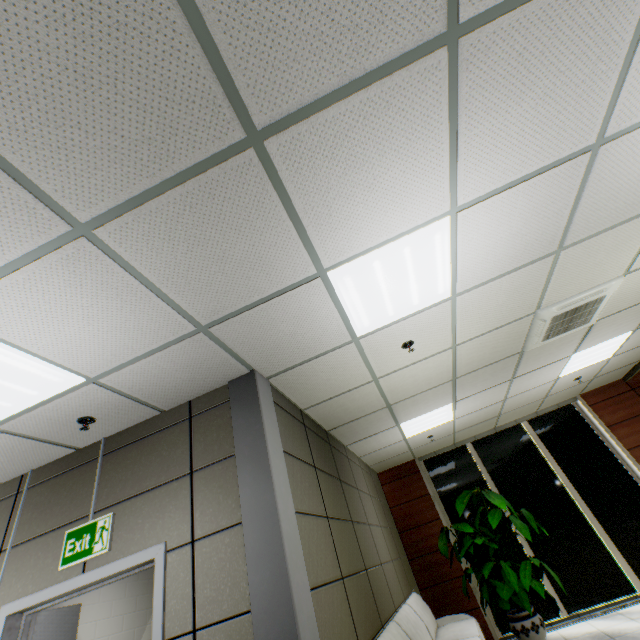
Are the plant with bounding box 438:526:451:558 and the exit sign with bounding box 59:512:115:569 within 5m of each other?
no

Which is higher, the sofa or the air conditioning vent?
the air conditioning vent

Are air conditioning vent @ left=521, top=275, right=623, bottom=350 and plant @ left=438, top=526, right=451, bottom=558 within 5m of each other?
yes

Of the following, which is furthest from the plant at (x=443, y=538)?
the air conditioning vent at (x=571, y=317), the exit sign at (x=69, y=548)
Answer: the exit sign at (x=69, y=548)

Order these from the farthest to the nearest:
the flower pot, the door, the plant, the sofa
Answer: the plant
the flower pot
the sofa
the door

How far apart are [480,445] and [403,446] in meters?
2.4 m

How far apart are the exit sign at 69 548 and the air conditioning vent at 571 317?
4.68m

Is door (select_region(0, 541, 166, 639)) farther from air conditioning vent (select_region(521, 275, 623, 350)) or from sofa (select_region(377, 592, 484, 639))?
air conditioning vent (select_region(521, 275, 623, 350))
